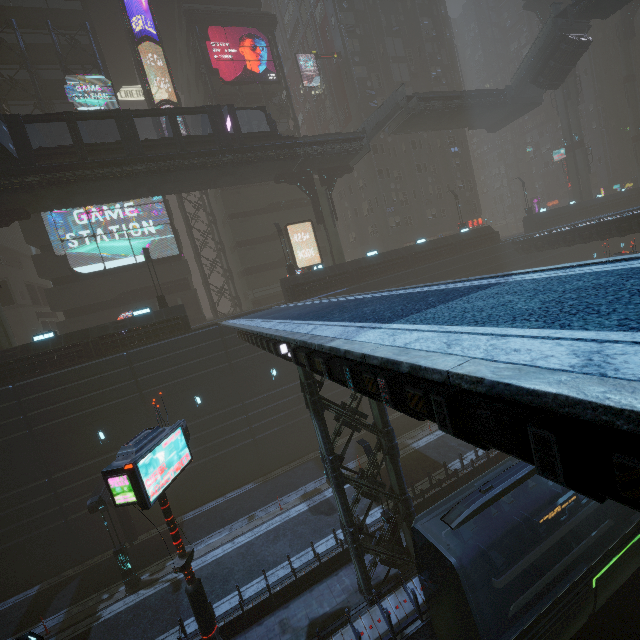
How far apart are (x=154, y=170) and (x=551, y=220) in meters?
41.4 m

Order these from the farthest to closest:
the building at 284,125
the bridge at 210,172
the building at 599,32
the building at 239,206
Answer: the building at 599,32
the building at 284,125
the building at 239,206
the bridge at 210,172

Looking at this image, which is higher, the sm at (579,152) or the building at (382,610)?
the sm at (579,152)

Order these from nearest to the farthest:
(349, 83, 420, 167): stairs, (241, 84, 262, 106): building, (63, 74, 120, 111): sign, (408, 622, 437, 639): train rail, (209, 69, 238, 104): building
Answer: (408, 622, 437, 639): train rail < (63, 74, 120, 111): sign < (349, 83, 420, 167): stairs < (209, 69, 238, 104): building < (241, 84, 262, 106): building

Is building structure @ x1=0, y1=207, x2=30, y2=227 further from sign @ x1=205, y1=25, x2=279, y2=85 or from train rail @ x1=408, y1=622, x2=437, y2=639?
train rail @ x1=408, y1=622, x2=437, y2=639

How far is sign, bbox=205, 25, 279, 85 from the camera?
31.3m

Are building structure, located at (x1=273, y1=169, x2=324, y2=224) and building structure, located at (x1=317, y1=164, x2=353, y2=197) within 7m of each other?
yes

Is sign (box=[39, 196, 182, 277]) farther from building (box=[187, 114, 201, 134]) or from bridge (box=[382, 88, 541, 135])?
bridge (box=[382, 88, 541, 135])
